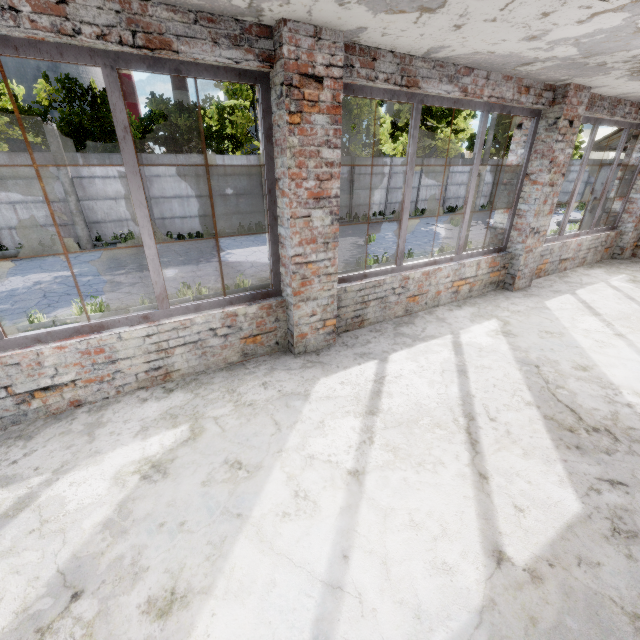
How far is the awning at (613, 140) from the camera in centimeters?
835cm

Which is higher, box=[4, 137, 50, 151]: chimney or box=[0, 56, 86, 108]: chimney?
box=[0, 56, 86, 108]: chimney

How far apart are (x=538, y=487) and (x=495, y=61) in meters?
4.4

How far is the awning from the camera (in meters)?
8.35

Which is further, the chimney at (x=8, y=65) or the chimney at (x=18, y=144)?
the chimney at (x=18, y=144)

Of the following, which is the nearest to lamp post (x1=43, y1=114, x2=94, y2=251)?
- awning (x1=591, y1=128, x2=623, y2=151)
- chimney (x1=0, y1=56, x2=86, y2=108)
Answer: awning (x1=591, y1=128, x2=623, y2=151)

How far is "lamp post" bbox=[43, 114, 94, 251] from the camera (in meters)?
11.95

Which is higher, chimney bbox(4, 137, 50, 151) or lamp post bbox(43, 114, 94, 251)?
chimney bbox(4, 137, 50, 151)
